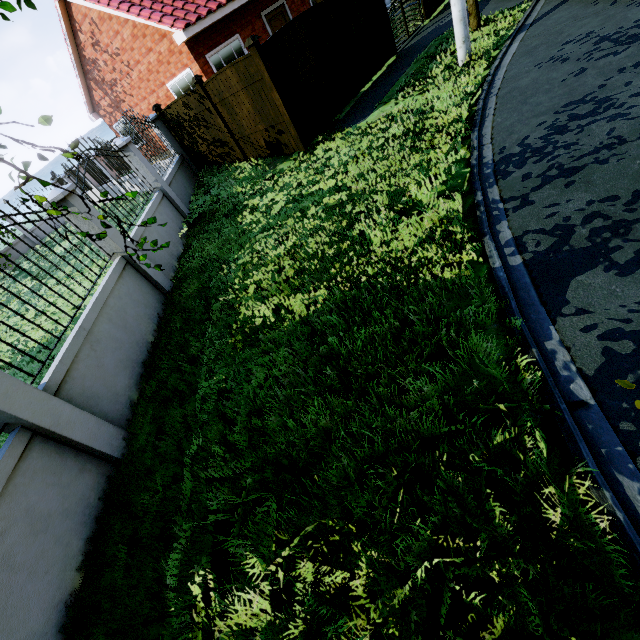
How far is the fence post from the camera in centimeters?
723cm

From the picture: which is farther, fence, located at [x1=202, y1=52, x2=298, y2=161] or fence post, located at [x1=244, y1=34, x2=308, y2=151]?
fence, located at [x1=202, y1=52, x2=298, y2=161]

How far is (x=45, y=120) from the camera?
2.72m

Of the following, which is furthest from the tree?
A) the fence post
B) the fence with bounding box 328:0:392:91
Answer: the fence post

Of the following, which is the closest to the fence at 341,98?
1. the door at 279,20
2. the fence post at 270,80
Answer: the fence post at 270,80

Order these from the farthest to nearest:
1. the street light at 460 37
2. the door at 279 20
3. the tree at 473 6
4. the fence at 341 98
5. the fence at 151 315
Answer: the door at 279 20 < the tree at 473 6 < the fence at 341 98 < the street light at 460 37 < the fence at 151 315

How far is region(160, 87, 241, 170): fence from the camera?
9.65m

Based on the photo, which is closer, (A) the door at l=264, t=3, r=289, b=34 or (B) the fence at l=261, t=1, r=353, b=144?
(B) the fence at l=261, t=1, r=353, b=144
